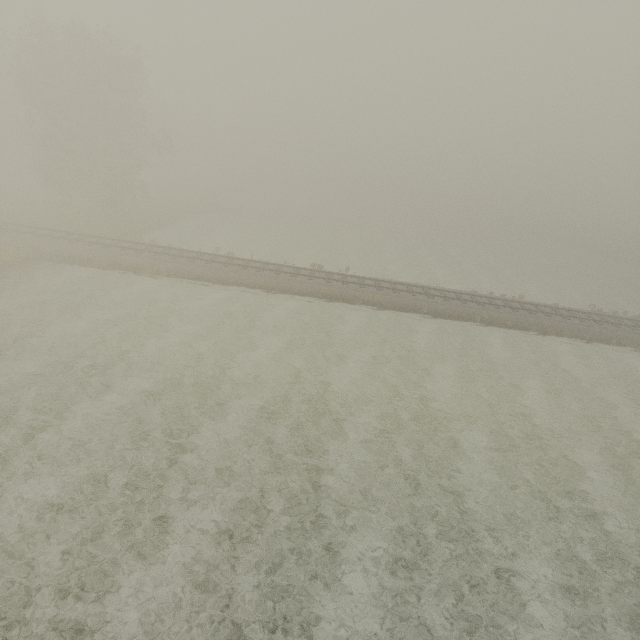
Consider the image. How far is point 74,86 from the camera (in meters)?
28.47
